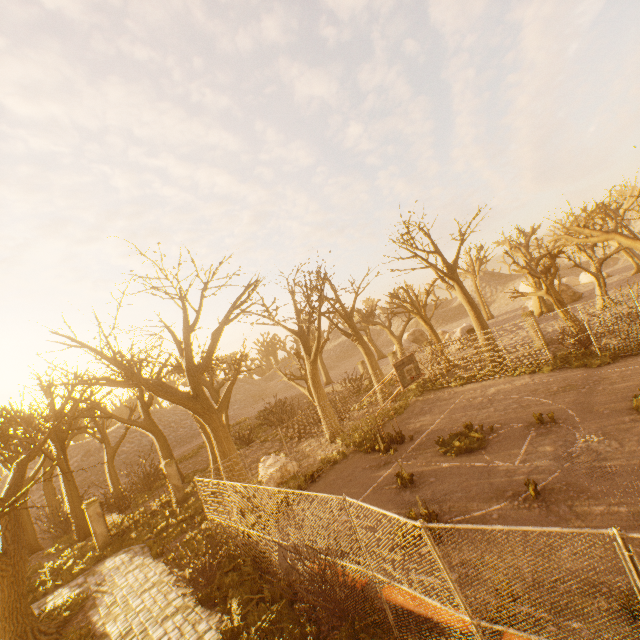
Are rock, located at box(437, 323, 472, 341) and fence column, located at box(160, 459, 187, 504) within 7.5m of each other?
no

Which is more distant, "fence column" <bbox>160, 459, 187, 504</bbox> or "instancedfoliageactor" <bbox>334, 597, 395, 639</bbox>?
"fence column" <bbox>160, 459, 187, 504</bbox>

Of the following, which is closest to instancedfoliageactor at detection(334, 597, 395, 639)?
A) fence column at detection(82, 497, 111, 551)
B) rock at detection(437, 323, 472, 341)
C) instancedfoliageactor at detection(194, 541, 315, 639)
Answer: instancedfoliageactor at detection(194, 541, 315, 639)

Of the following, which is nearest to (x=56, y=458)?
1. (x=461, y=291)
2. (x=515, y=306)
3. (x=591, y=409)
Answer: (x=591, y=409)

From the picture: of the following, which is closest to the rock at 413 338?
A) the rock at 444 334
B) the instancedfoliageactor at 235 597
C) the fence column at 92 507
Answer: the rock at 444 334

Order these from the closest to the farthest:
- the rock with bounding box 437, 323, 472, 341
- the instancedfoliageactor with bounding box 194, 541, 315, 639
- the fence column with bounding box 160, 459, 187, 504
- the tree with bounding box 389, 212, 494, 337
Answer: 1. the instancedfoliageactor with bounding box 194, 541, 315, 639
2. the fence column with bounding box 160, 459, 187, 504
3. the tree with bounding box 389, 212, 494, 337
4. the rock with bounding box 437, 323, 472, 341

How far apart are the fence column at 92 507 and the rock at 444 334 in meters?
30.9 m

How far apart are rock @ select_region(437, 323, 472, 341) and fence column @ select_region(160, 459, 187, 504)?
27.0 meters
